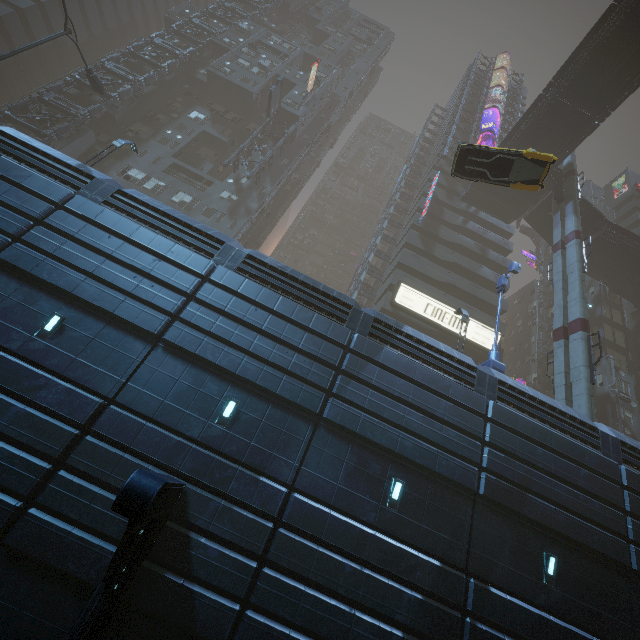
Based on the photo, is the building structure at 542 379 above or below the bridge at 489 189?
below

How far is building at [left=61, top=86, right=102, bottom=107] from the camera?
32.1m

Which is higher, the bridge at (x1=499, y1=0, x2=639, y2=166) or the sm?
the bridge at (x1=499, y1=0, x2=639, y2=166)

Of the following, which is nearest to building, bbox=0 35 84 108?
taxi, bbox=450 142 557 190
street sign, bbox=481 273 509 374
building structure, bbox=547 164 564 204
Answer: street sign, bbox=481 273 509 374

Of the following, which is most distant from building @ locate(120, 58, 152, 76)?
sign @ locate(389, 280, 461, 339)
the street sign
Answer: the street sign

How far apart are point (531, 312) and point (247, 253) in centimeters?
4572cm

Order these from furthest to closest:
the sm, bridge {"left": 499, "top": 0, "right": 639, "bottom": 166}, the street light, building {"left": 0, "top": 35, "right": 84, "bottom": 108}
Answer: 1. building {"left": 0, "top": 35, "right": 84, "bottom": 108}
2. bridge {"left": 499, "top": 0, "right": 639, "bottom": 166}
3. the street light
4. the sm

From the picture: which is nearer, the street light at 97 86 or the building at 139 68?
the street light at 97 86
